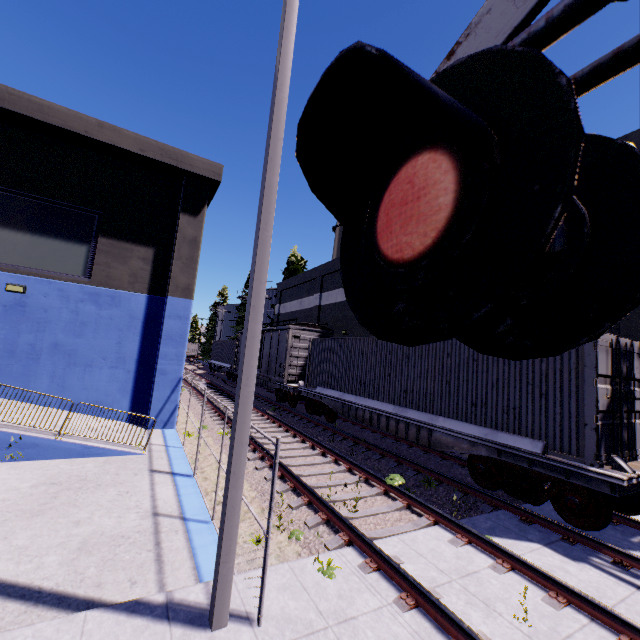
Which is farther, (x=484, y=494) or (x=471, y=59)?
(x=484, y=494)

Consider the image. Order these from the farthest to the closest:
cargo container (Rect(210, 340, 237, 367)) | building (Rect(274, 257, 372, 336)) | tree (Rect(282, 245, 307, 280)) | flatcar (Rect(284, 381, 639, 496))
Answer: tree (Rect(282, 245, 307, 280))
cargo container (Rect(210, 340, 237, 367))
building (Rect(274, 257, 372, 336))
flatcar (Rect(284, 381, 639, 496))

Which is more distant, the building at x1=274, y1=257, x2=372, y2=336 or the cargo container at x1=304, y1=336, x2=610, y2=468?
the building at x1=274, y1=257, x2=372, y2=336

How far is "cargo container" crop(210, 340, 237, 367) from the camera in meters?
30.7 m

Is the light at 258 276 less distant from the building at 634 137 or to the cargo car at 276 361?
the building at 634 137

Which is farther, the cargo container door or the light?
the cargo container door

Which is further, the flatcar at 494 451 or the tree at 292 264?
the tree at 292 264

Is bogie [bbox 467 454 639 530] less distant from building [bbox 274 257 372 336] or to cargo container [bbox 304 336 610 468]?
cargo container [bbox 304 336 610 468]
